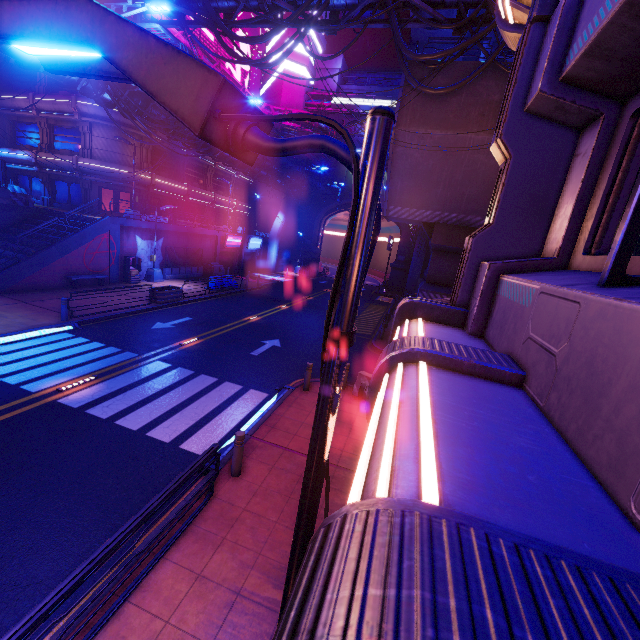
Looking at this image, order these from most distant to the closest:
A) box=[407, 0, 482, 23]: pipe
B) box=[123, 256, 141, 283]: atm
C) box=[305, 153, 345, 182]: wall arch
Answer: box=[305, 153, 345, 182]: wall arch
box=[123, 256, 141, 283]: atm
box=[407, 0, 482, 23]: pipe

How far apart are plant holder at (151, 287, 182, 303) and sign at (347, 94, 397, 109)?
38.49m

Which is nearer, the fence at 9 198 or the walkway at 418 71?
the walkway at 418 71

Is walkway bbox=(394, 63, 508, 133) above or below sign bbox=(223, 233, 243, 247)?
above

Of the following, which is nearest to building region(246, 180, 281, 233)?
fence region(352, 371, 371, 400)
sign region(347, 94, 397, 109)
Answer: sign region(347, 94, 397, 109)

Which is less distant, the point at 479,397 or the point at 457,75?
the point at 479,397

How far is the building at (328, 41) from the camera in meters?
46.8 m

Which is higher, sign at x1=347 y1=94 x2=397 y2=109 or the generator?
sign at x1=347 y1=94 x2=397 y2=109
